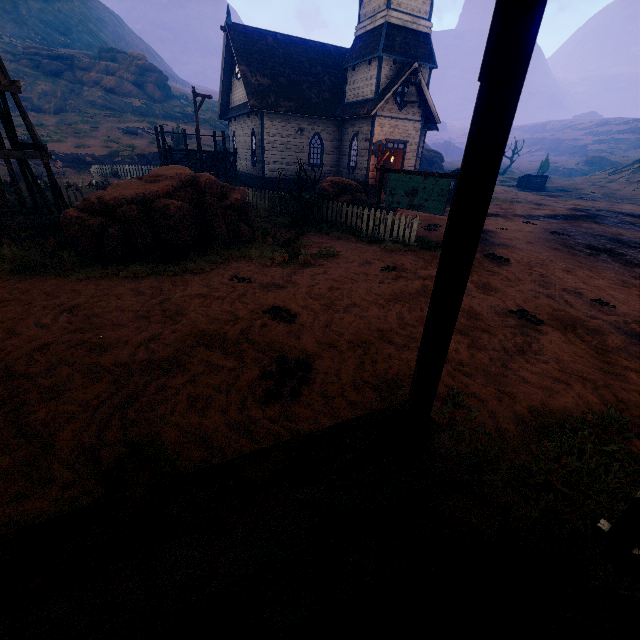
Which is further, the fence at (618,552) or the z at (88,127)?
the z at (88,127)

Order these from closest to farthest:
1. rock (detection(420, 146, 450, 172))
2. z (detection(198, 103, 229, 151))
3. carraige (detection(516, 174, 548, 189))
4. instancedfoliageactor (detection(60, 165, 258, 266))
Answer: instancedfoliageactor (detection(60, 165, 258, 266)) → carraige (detection(516, 174, 548, 189)) → z (detection(198, 103, 229, 151)) → rock (detection(420, 146, 450, 172))

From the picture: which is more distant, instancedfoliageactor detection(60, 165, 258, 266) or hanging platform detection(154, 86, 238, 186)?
hanging platform detection(154, 86, 238, 186)

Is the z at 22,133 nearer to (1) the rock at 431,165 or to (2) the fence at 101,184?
(2) the fence at 101,184

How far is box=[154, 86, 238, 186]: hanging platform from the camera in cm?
1812

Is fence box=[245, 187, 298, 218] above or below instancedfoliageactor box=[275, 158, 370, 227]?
below

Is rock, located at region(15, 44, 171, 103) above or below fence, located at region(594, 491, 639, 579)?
above

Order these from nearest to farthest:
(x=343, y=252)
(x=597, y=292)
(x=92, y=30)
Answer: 1. (x=597, y=292)
2. (x=343, y=252)
3. (x=92, y=30)
